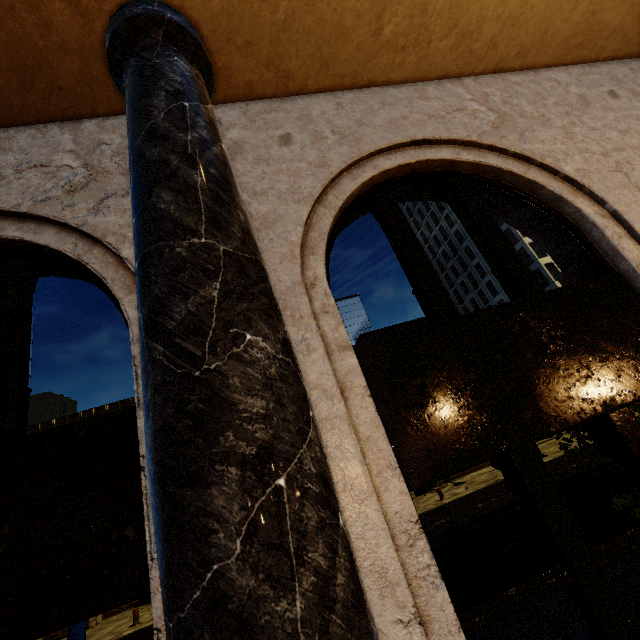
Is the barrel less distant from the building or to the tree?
the tree

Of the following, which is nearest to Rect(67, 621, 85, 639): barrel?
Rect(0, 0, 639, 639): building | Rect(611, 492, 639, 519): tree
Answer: Rect(611, 492, 639, 519): tree

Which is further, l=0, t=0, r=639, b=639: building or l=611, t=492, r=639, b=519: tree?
l=611, t=492, r=639, b=519: tree

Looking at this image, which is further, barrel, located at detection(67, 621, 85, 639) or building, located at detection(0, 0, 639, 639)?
barrel, located at detection(67, 621, 85, 639)

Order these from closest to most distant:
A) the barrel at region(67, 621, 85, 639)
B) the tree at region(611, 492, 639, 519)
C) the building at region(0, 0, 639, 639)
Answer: Answer:
the building at region(0, 0, 639, 639)
the tree at region(611, 492, 639, 519)
the barrel at region(67, 621, 85, 639)

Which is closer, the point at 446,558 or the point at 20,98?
the point at 20,98

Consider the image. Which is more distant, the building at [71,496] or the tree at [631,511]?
the tree at [631,511]

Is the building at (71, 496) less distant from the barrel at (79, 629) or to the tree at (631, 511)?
the tree at (631, 511)
